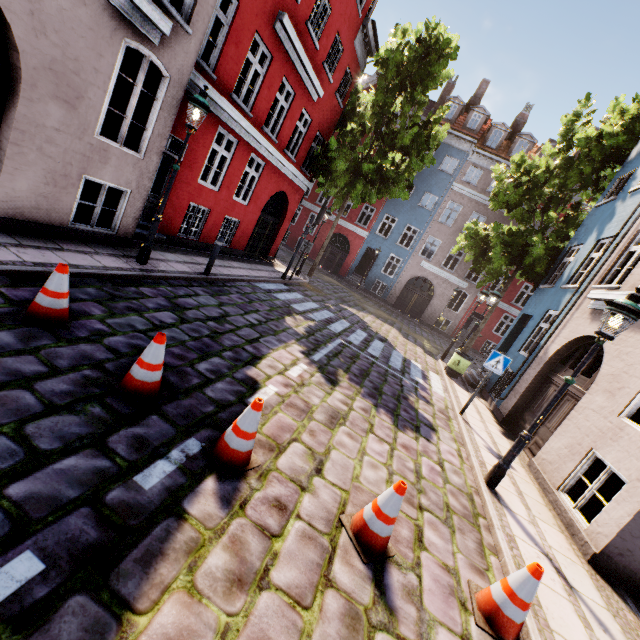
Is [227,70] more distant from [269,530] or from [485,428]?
[485,428]

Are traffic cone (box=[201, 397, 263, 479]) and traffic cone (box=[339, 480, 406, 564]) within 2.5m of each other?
yes

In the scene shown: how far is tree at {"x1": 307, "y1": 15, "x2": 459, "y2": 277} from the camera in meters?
14.4 m

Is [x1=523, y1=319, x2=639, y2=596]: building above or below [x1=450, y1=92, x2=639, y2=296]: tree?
below

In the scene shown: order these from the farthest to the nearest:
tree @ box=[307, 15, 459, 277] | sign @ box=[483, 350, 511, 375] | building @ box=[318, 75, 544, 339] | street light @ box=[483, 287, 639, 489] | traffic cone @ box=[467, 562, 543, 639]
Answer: building @ box=[318, 75, 544, 339] → tree @ box=[307, 15, 459, 277] → sign @ box=[483, 350, 511, 375] → street light @ box=[483, 287, 639, 489] → traffic cone @ box=[467, 562, 543, 639]

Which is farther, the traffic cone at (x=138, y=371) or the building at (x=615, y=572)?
the building at (x=615, y=572)

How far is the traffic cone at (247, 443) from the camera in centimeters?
328cm

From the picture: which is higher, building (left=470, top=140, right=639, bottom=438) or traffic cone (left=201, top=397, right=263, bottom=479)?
building (left=470, top=140, right=639, bottom=438)
